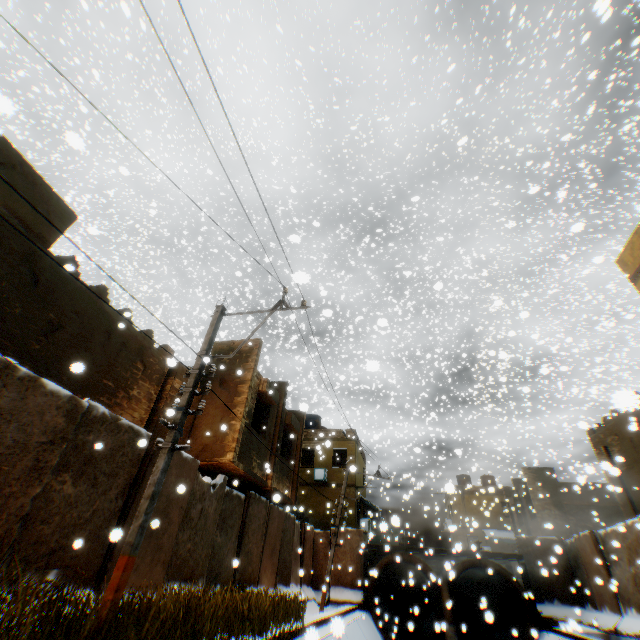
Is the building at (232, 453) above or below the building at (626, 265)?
below

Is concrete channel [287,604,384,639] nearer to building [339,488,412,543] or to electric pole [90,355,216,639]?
electric pole [90,355,216,639]

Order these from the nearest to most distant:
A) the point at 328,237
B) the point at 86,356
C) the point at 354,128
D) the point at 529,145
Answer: the point at 354,128, the point at 86,356, the point at 529,145, the point at 328,237

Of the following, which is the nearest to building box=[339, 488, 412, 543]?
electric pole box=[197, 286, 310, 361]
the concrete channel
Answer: the concrete channel

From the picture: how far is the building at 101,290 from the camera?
8.5 meters

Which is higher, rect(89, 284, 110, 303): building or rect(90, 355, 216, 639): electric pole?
rect(89, 284, 110, 303): building

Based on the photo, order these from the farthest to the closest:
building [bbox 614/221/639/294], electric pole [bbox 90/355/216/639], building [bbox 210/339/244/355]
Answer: building [bbox 210/339/244/355]
building [bbox 614/221/639/294]
electric pole [bbox 90/355/216/639]

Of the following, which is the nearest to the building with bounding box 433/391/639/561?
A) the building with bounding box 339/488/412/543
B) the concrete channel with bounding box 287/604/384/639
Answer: the concrete channel with bounding box 287/604/384/639
